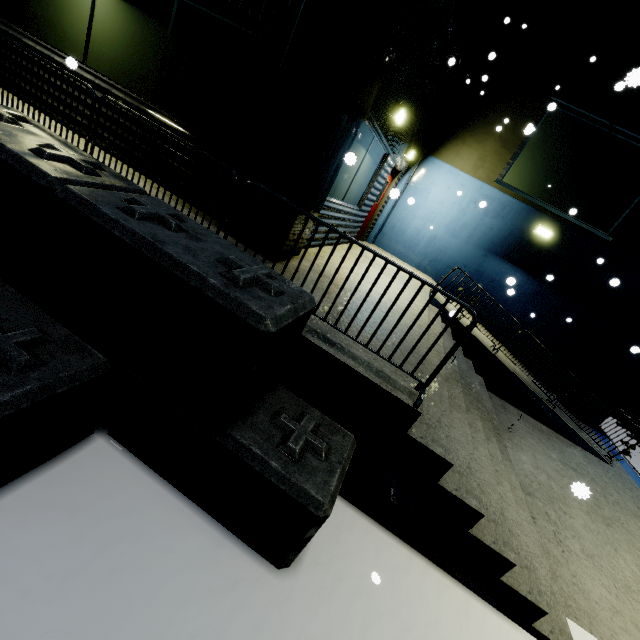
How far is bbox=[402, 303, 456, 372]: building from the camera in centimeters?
371cm

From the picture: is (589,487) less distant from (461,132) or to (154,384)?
(154,384)

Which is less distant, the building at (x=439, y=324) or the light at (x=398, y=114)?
the building at (x=439, y=324)

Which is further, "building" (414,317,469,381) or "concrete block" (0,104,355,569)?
"building" (414,317,469,381)

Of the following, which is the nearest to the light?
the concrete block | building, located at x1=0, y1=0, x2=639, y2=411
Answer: building, located at x1=0, y1=0, x2=639, y2=411

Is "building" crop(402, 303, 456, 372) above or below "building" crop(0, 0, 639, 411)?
below

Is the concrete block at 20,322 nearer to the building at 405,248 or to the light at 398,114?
the building at 405,248

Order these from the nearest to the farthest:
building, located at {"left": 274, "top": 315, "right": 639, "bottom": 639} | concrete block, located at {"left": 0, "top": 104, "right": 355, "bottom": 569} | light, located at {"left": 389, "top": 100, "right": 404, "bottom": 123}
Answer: concrete block, located at {"left": 0, "top": 104, "right": 355, "bottom": 569}
building, located at {"left": 274, "top": 315, "right": 639, "bottom": 639}
light, located at {"left": 389, "top": 100, "right": 404, "bottom": 123}
